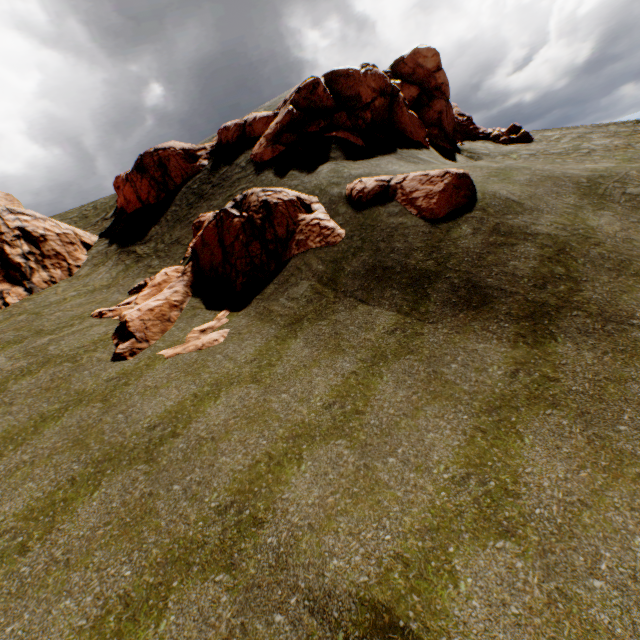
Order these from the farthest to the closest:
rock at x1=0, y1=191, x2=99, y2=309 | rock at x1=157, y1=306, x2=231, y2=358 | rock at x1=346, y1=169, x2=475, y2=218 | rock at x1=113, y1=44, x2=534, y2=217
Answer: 1. rock at x1=113, y1=44, x2=534, y2=217
2. rock at x1=0, y1=191, x2=99, y2=309
3. rock at x1=346, y1=169, x2=475, y2=218
4. rock at x1=157, y1=306, x2=231, y2=358

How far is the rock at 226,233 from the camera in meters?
11.9

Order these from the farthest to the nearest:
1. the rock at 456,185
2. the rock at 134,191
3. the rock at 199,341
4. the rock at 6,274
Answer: the rock at 134,191 < the rock at 6,274 < the rock at 456,185 < the rock at 199,341

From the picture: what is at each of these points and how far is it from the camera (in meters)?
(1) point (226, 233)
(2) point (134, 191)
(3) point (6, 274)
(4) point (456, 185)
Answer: (1) rock, 13.80
(2) rock, 23.03
(3) rock, 16.66
(4) rock, 11.80

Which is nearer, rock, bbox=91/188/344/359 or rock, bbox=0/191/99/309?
rock, bbox=91/188/344/359

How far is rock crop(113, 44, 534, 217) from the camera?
19.0 meters
